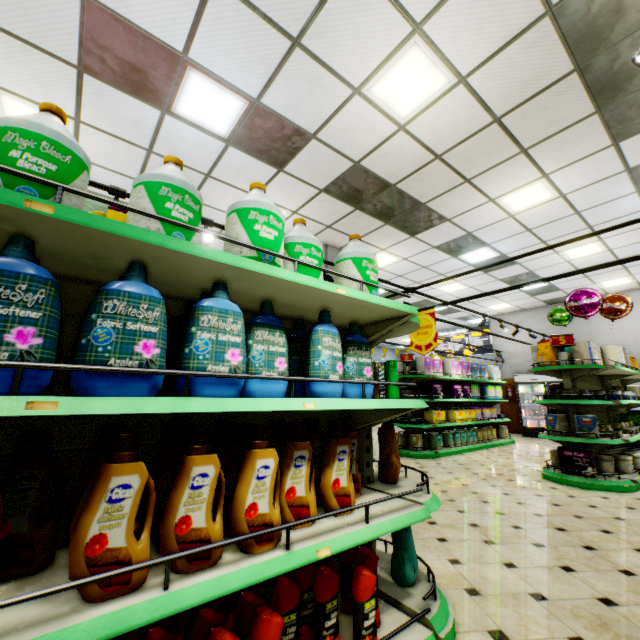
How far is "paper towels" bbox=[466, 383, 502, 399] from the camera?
9.4 meters

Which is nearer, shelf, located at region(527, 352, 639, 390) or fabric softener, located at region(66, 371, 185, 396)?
fabric softener, located at region(66, 371, 185, 396)

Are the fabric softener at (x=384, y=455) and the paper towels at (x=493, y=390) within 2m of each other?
no

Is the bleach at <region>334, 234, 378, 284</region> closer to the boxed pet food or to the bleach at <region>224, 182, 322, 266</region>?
the bleach at <region>224, 182, 322, 266</region>

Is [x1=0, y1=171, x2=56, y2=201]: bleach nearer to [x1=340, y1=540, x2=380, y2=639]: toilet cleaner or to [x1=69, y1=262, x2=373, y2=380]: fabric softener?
[x1=69, y1=262, x2=373, y2=380]: fabric softener

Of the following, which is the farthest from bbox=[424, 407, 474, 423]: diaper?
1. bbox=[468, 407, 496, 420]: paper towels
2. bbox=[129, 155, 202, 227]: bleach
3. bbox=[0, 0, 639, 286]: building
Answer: bbox=[129, 155, 202, 227]: bleach

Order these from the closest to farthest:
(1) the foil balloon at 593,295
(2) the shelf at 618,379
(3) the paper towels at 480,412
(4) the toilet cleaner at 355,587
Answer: (4) the toilet cleaner at 355,587, (2) the shelf at 618,379, (1) the foil balloon at 593,295, (3) the paper towels at 480,412

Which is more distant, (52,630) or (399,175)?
(399,175)
